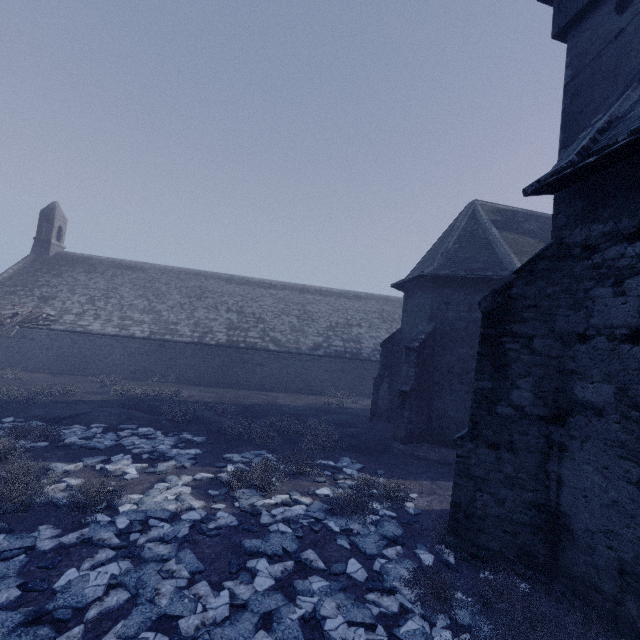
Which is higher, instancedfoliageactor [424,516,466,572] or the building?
the building

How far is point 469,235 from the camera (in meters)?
14.82

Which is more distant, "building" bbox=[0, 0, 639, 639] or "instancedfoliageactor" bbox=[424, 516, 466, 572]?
"instancedfoliageactor" bbox=[424, 516, 466, 572]

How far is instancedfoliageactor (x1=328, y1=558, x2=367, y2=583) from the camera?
5.28m

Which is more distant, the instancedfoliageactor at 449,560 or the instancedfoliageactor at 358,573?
the instancedfoliageactor at 449,560
